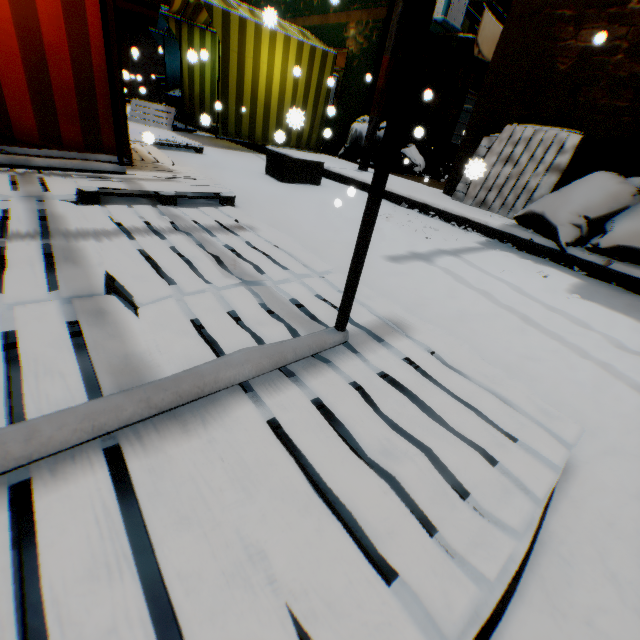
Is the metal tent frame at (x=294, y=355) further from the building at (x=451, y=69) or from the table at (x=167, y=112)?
the table at (x=167, y=112)

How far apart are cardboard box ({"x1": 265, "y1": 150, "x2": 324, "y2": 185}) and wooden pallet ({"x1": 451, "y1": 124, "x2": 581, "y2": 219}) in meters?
1.8

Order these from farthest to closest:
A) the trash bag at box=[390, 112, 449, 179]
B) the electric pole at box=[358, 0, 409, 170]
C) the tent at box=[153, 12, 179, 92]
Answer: the trash bag at box=[390, 112, 449, 179] → the tent at box=[153, 12, 179, 92] → the electric pole at box=[358, 0, 409, 170]

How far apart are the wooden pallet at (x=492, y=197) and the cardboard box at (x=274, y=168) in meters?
1.8 m

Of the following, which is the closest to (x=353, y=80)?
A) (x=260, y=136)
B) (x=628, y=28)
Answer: (x=260, y=136)

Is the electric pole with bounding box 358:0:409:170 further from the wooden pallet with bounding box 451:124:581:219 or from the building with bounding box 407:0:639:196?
the wooden pallet with bounding box 451:124:581:219

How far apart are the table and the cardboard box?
4.0m

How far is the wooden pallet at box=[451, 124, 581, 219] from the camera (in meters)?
4.25
